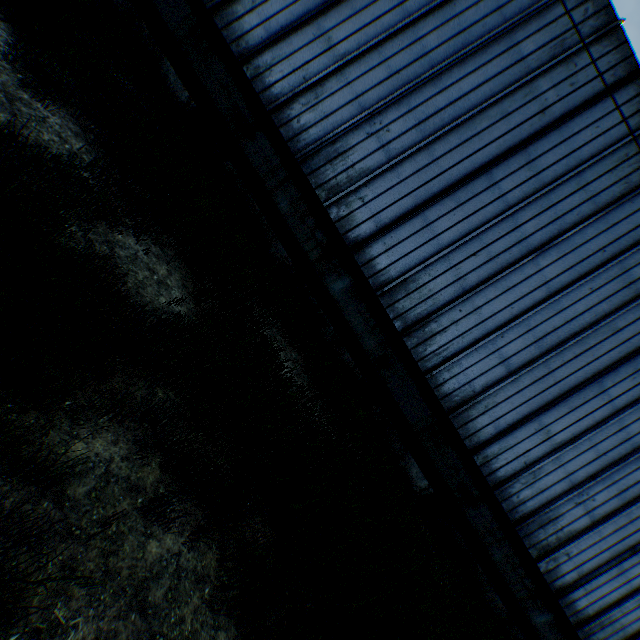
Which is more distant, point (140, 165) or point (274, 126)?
point (274, 126)

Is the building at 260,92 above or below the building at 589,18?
below

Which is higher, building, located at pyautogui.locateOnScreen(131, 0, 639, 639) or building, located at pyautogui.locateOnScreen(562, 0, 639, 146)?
building, located at pyautogui.locateOnScreen(562, 0, 639, 146)
